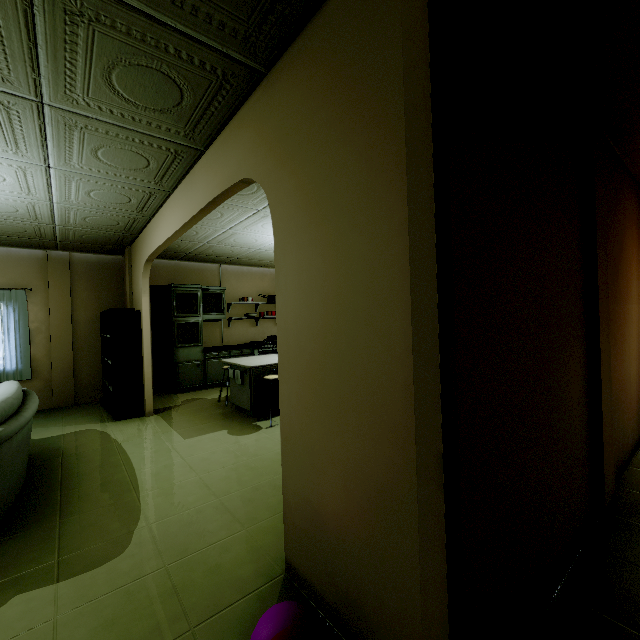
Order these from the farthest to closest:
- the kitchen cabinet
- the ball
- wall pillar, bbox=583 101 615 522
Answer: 1. the kitchen cabinet
2. wall pillar, bbox=583 101 615 522
3. the ball

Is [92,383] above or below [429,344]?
below

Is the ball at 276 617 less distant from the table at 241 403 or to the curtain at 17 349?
the table at 241 403

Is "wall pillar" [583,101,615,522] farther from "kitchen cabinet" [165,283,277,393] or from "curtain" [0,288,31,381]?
"curtain" [0,288,31,381]

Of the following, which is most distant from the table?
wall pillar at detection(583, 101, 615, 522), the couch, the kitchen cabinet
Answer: wall pillar at detection(583, 101, 615, 522)

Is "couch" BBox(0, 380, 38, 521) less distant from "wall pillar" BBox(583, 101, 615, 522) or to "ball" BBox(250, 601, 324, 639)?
"ball" BBox(250, 601, 324, 639)

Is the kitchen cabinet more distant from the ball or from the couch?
the ball

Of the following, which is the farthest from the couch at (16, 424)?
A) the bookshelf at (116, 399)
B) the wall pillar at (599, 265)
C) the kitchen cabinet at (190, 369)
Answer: the wall pillar at (599, 265)
